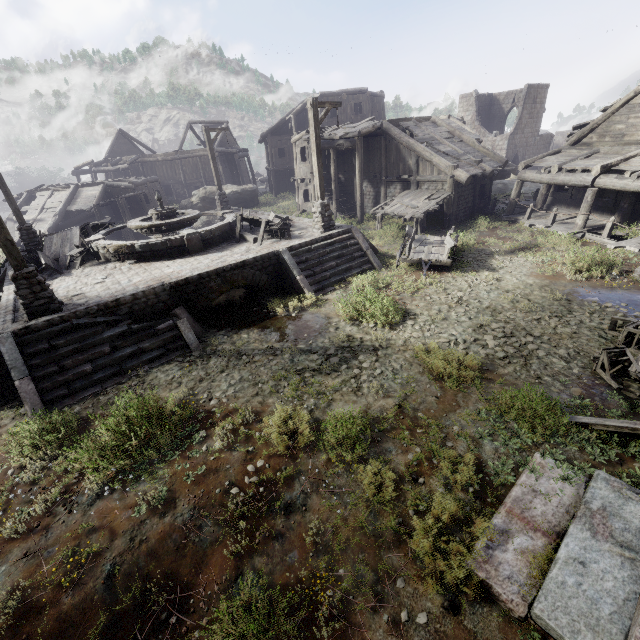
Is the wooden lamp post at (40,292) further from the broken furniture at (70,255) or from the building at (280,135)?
the broken furniture at (70,255)

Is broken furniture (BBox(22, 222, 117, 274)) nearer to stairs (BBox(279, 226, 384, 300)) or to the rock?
stairs (BBox(279, 226, 384, 300))

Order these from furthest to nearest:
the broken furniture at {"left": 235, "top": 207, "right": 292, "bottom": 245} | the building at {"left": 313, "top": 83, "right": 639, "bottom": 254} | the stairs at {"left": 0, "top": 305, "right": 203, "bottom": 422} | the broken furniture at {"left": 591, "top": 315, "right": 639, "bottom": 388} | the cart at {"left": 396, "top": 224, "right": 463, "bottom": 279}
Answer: the building at {"left": 313, "top": 83, "right": 639, "bottom": 254}
the broken furniture at {"left": 235, "top": 207, "right": 292, "bottom": 245}
the cart at {"left": 396, "top": 224, "right": 463, "bottom": 279}
the stairs at {"left": 0, "top": 305, "right": 203, "bottom": 422}
the broken furniture at {"left": 591, "top": 315, "right": 639, "bottom": 388}

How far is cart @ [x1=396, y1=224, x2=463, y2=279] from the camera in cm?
1245

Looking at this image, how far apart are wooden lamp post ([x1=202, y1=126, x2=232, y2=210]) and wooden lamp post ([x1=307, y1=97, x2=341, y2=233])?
9.1m

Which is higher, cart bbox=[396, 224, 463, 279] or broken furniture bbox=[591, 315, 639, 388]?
cart bbox=[396, 224, 463, 279]

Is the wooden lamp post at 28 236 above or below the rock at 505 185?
above

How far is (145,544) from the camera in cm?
477
